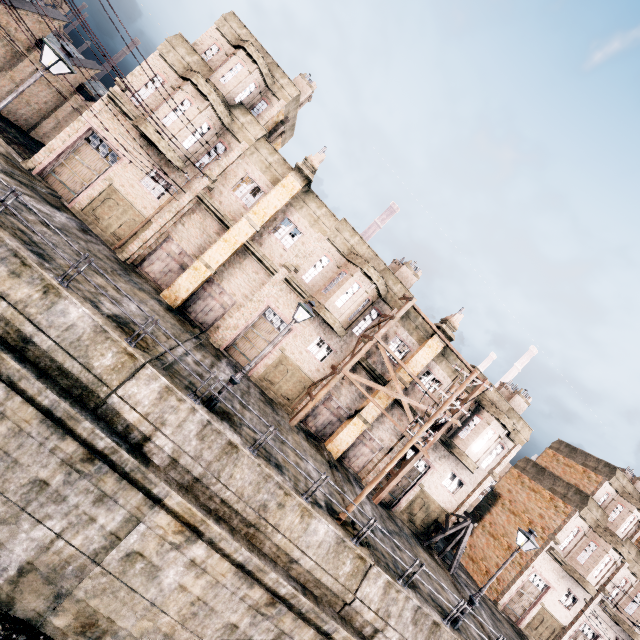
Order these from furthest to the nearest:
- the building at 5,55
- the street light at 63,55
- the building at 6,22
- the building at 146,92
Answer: the building at 5,55, the building at 6,22, the building at 146,92, the street light at 63,55

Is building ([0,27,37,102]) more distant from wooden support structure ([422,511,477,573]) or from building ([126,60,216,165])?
wooden support structure ([422,511,477,573])

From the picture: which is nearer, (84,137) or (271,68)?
(84,137)

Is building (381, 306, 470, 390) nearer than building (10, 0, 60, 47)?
No

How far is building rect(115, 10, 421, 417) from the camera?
20.3 meters

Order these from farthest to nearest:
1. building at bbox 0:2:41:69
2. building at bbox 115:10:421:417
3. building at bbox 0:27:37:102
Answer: building at bbox 0:27:37:102
building at bbox 0:2:41:69
building at bbox 115:10:421:417

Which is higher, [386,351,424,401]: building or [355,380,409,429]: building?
[386,351,424,401]: building

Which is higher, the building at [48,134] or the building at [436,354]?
the building at [436,354]
